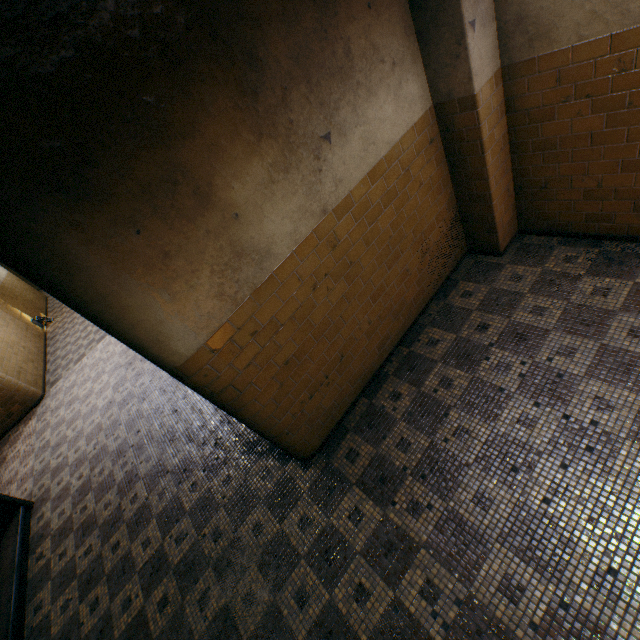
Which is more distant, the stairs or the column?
the stairs

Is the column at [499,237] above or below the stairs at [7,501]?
above

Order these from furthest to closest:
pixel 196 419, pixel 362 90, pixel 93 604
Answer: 1. pixel 196 419
2. pixel 93 604
3. pixel 362 90

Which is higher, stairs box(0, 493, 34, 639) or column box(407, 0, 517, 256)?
column box(407, 0, 517, 256)

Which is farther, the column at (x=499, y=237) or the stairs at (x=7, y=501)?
the stairs at (x=7, y=501)
